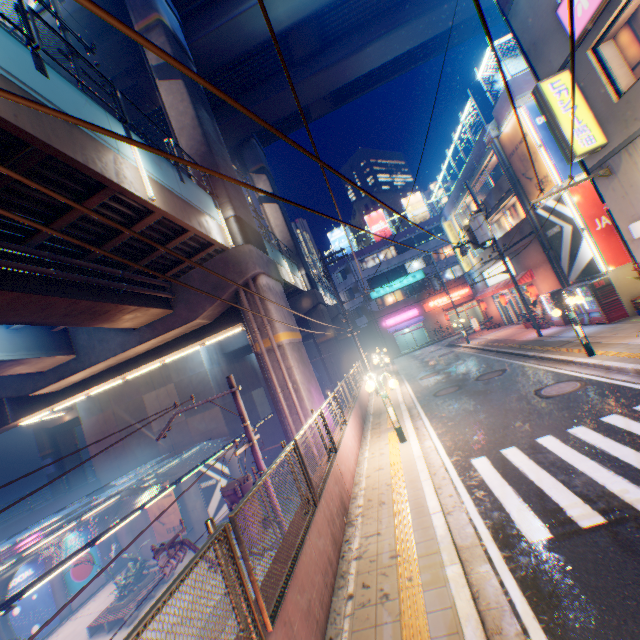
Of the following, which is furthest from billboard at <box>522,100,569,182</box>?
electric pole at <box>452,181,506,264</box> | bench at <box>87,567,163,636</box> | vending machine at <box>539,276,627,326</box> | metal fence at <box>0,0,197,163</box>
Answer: bench at <box>87,567,163,636</box>

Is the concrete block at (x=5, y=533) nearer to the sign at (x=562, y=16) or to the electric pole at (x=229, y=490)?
the electric pole at (x=229, y=490)

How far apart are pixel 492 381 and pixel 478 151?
16.1 meters

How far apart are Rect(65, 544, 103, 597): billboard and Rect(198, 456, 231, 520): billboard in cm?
869

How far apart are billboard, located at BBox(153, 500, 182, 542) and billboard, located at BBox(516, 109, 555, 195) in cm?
2991

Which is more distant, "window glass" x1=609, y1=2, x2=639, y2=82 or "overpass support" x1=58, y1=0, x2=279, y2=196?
"overpass support" x1=58, y1=0, x2=279, y2=196

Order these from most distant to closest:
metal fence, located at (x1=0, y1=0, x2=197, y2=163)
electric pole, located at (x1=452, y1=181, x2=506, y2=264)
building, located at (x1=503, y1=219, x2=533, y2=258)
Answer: building, located at (x1=503, y1=219, x2=533, y2=258) < electric pole, located at (x1=452, y1=181, x2=506, y2=264) < metal fence, located at (x1=0, y1=0, x2=197, y2=163)

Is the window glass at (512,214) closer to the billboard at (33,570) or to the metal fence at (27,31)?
the metal fence at (27,31)
